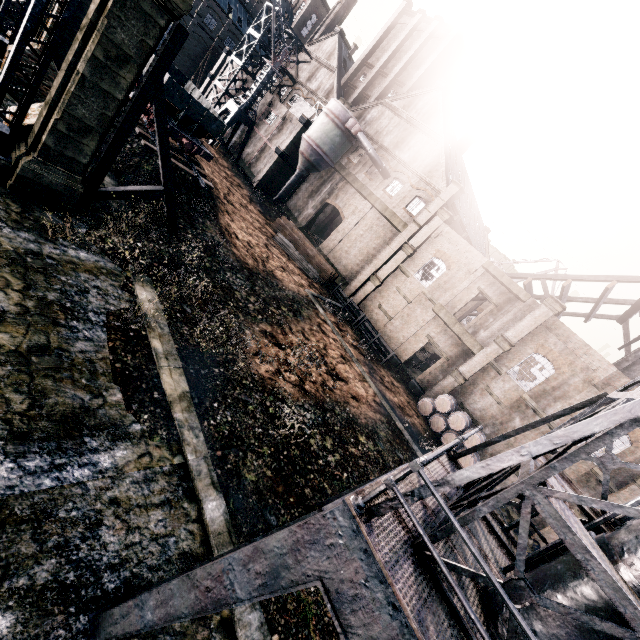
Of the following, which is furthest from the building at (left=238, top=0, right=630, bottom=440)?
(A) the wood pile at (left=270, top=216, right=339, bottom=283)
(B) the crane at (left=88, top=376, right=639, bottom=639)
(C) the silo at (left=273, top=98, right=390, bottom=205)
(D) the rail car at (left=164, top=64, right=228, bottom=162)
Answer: (B) the crane at (left=88, top=376, right=639, bottom=639)

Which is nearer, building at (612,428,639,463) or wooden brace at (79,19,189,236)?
wooden brace at (79,19,189,236)

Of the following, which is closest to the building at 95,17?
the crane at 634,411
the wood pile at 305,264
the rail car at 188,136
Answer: the wood pile at 305,264

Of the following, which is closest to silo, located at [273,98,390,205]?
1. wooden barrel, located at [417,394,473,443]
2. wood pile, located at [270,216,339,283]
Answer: wood pile, located at [270,216,339,283]

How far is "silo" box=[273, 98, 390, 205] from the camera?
34.7m

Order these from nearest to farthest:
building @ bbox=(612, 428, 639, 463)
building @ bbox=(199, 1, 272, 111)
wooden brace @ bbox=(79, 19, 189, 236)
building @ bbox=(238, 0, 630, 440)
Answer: wooden brace @ bbox=(79, 19, 189, 236) → building @ bbox=(612, 428, 639, 463) → building @ bbox=(238, 0, 630, 440) → building @ bbox=(199, 1, 272, 111)

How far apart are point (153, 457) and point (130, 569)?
2.78m

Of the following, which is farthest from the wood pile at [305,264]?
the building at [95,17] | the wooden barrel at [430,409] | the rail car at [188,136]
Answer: the wooden barrel at [430,409]
